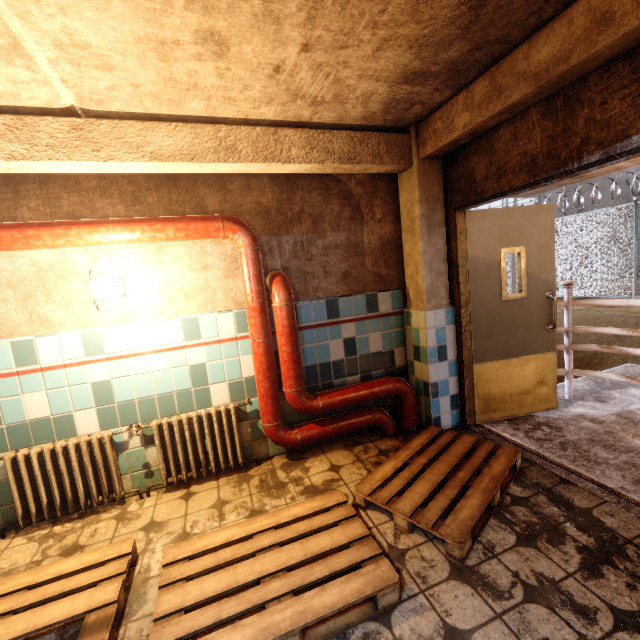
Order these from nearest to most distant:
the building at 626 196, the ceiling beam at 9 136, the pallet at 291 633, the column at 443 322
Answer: the pallet at 291 633 → the ceiling beam at 9 136 → the column at 443 322 → the building at 626 196

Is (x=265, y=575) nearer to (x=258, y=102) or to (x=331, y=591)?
(x=331, y=591)

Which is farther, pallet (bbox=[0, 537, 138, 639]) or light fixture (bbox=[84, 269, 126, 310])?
light fixture (bbox=[84, 269, 126, 310])

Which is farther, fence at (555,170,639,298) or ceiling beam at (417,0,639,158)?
fence at (555,170,639,298)

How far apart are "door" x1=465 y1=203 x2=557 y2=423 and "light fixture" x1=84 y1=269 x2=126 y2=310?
3.06m

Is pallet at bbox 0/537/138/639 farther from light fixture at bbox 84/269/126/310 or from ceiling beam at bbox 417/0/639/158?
ceiling beam at bbox 417/0/639/158

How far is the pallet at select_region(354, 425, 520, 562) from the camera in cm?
196

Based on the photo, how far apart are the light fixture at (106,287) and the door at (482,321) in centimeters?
306cm
